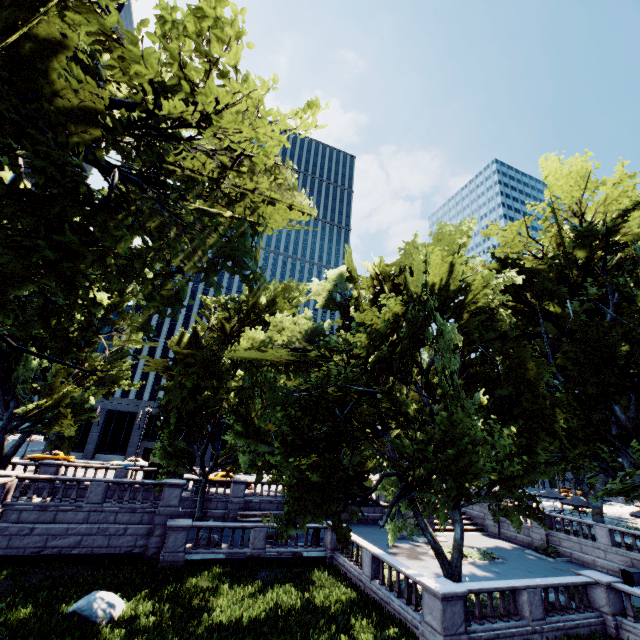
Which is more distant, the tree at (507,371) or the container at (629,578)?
the container at (629,578)

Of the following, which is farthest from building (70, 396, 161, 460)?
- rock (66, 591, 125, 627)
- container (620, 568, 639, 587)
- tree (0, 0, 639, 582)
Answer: container (620, 568, 639, 587)

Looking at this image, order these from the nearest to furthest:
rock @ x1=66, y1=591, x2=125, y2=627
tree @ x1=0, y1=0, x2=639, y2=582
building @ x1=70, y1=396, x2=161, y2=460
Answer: tree @ x1=0, y1=0, x2=639, y2=582 < rock @ x1=66, y1=591, x2=125, y2=627 < building @ x1=70, y1=396, x2=161, y2=460

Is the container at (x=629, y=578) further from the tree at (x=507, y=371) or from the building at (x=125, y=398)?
the building at (x=125, y=398)

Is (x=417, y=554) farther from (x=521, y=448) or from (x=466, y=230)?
(x=466, y=230)

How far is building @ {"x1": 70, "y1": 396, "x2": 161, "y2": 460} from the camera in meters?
51.7 m

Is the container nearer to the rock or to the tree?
the tree
